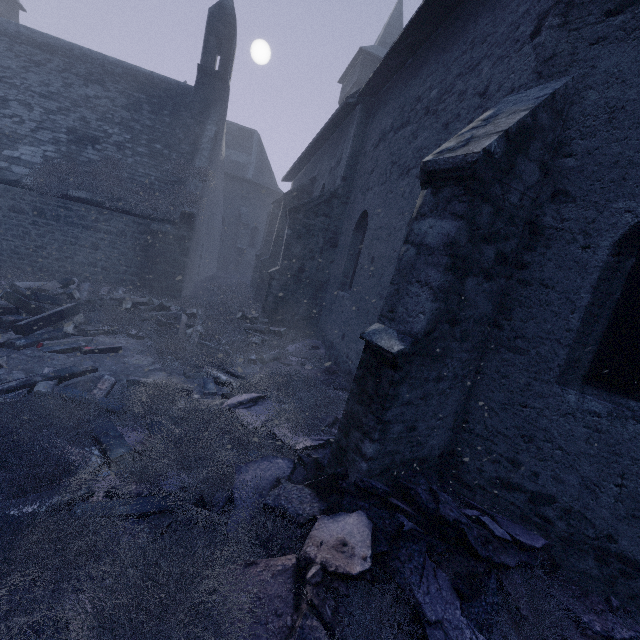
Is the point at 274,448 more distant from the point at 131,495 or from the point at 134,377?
the point at 134,377

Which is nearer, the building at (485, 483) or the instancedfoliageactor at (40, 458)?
the instancedfoliageactor at (40, 458)

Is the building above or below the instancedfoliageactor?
above

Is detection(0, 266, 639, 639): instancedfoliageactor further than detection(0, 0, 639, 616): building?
No

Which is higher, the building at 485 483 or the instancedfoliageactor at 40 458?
the building at 485 483
